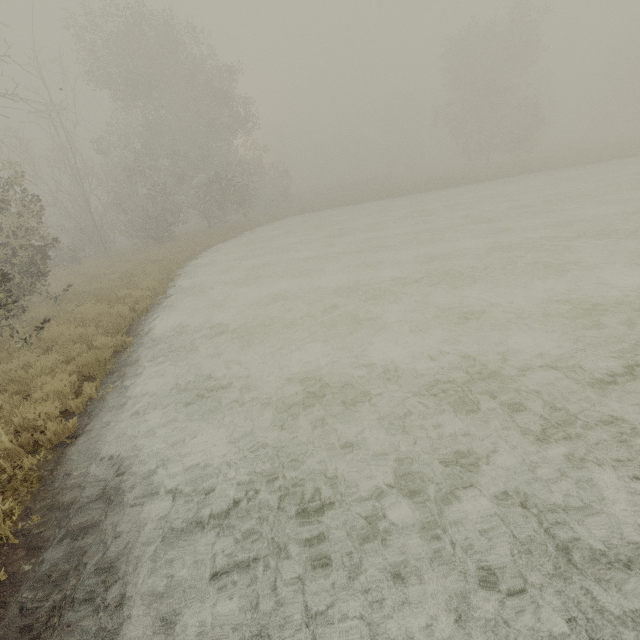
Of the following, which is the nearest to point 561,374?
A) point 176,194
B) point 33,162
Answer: point 176,194
